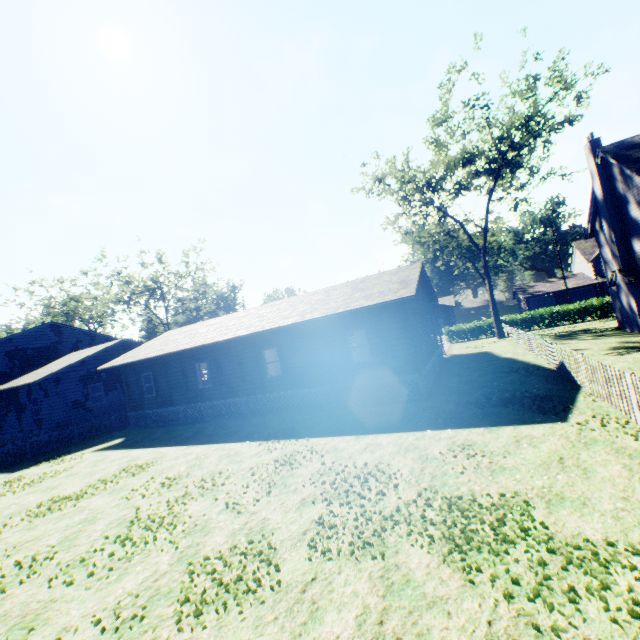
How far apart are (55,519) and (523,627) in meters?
11.4 m

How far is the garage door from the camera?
52.1 meters

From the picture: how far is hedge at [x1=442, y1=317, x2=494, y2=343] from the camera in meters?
34.7

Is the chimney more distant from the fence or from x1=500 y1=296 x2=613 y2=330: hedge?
x1=500 y1=296 x2=613 y2=330: hedge

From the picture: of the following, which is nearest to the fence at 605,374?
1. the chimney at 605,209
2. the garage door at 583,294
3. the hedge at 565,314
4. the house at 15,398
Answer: the hedge at 565,314

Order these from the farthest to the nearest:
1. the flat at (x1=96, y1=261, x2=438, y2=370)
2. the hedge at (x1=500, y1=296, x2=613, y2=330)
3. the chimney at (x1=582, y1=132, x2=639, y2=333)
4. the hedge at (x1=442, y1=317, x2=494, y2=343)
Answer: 1. the hedge at (x1=442, y1=317, x2=494, y2=343)
2. the hedge at (x1=500, y1=296, x2=613, y2=330)
3. the chimney at (x1=582, y1=132, x2=639, y2=333)
4. the flat at (x1=96, y1=261, x2=438, y2=370)

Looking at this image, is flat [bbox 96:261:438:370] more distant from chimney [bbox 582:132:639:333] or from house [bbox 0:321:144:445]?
chimney [bbox 582:132:639:333]

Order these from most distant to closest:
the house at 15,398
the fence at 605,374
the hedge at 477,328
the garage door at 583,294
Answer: the garage door at 583,294 → the hedge at 477,328 → the house at 15,398 → the fence at 605,374
